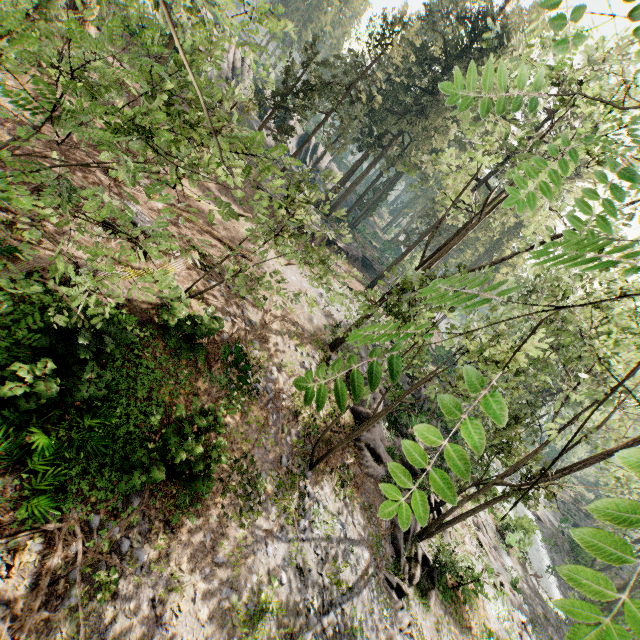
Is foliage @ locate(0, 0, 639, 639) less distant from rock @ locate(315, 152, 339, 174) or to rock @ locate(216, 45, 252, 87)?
rock @ locate(216, 45, 252, 87)

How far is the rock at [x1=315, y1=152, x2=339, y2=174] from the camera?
52.0 meters

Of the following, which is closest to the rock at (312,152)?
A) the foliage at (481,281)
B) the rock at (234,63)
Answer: the rock at (234,63)

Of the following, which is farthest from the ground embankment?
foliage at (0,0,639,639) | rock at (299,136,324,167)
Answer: rock at (299,136,324,167)

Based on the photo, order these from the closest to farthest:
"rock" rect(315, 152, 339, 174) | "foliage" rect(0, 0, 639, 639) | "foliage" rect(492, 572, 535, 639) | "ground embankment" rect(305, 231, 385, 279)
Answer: "foliage" rect(0, 0, 639, 639)
"foliage" rect(492, 572, 535, 639)
"ground embankment" rect(305, 231, 385, 279)
"rock" rect(315, 152, 339, 174)

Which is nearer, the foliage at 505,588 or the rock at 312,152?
the foliage at 505,588

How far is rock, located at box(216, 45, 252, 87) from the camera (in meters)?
33.44

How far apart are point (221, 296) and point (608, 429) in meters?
23.2 m
